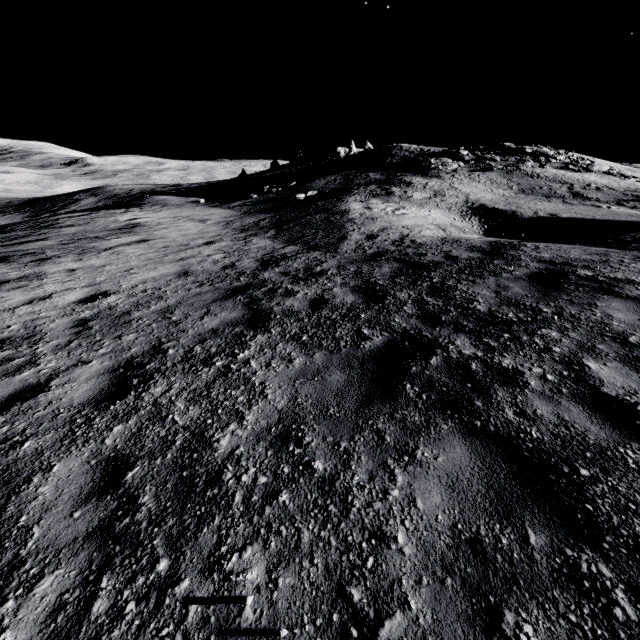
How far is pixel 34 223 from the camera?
17.25m
